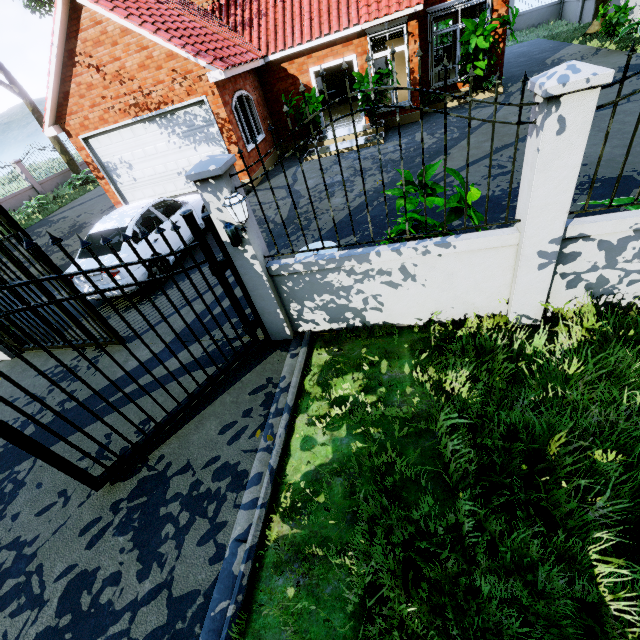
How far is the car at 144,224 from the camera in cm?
680

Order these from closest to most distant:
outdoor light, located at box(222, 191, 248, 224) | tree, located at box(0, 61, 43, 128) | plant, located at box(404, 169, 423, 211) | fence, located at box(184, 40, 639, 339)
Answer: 1. fence, located at box(184, 40, 639, 339)
2. outdoor light, located at box(222, 191, 248, 224)
3. plant, located at box(404, 169, 423, 211)
4. tree, located at box(0, 61, 43, 128)

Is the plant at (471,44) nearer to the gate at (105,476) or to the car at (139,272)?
the car at (139,272)

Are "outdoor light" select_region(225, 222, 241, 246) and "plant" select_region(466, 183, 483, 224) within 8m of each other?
yes

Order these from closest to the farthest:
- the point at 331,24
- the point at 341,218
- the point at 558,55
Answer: the point at 341,218, the point at 331,24, the point at 558,55

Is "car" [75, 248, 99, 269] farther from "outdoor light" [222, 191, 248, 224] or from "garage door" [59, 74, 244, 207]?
"outdoor light" [222, 191, 248, 224]

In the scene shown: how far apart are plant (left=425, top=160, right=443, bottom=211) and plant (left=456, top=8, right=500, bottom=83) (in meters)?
10.14

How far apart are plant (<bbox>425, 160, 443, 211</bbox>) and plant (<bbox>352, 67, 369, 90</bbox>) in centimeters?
817cm
